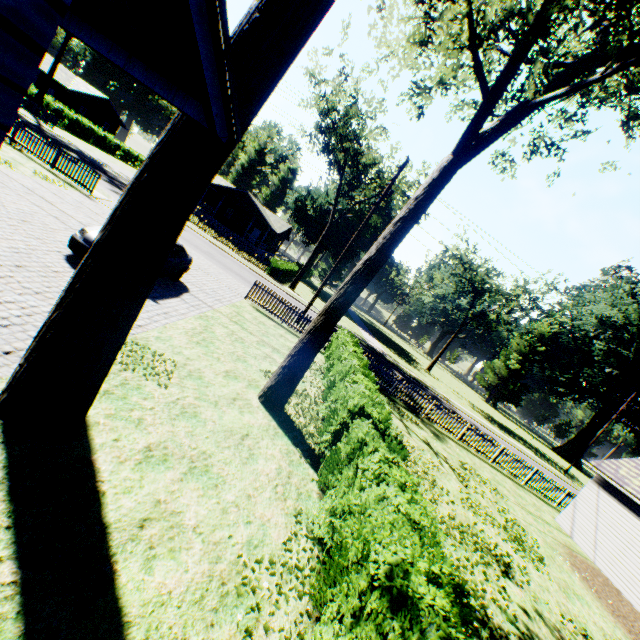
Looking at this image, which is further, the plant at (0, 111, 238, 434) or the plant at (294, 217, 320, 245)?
the plant at (294, 217, 320, 245)

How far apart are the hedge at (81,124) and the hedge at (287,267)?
30.6 meters

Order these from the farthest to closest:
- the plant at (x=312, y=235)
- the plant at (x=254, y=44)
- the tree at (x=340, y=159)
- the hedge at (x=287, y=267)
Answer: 1. the plant at (x=312, y=235)
2. the hedge at (x=287, y=267)
3. the tree at (x=340, y=159)
4. the plant at (x=254, y=44)

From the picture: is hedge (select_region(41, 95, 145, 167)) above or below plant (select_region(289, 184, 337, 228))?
below

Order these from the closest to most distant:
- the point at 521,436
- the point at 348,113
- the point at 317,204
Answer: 1. the point at 348,113
2. the point at 521,436
3. the point at 317,204

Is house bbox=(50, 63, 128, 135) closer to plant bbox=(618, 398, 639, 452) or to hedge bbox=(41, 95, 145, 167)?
hedge bbox=(41, 95, 145, 167)

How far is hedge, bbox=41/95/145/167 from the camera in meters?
37.4

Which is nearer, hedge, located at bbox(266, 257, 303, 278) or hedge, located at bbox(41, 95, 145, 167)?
hedge, located at bbox(266, 257, 303, 278)
